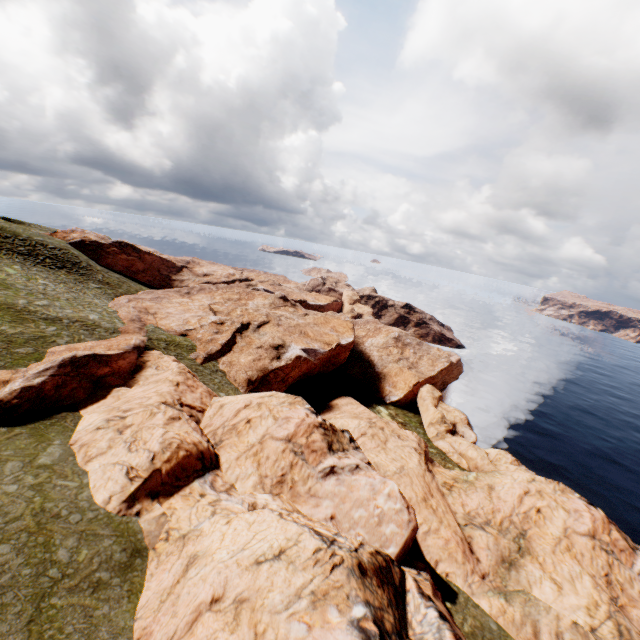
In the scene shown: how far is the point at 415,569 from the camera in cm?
1980
